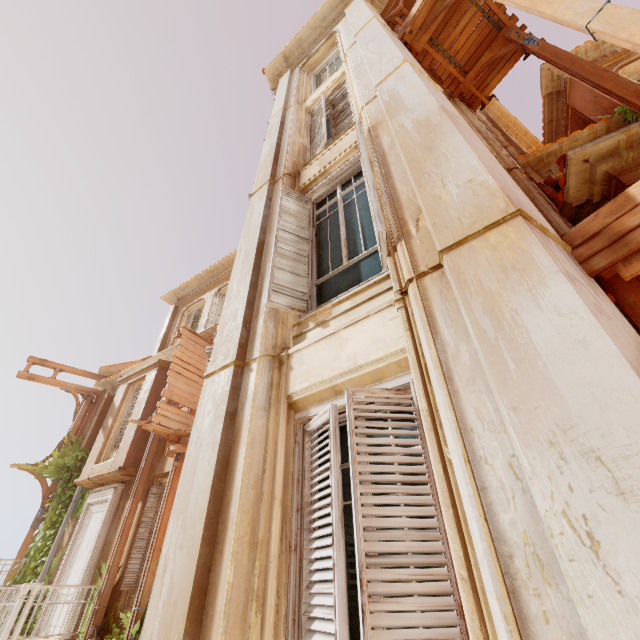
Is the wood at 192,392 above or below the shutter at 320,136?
below

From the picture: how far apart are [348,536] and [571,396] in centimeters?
171cm

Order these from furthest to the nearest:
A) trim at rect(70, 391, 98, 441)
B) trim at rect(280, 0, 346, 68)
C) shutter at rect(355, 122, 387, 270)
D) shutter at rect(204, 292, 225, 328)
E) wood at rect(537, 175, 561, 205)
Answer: trim at rect(70, 391, 98, 441) < shutter at rect(204, 292, 225, 328) < trim at rect(280, 0, 346, 68) < wood at rect(537, 175, 561, 205) < shutter at rect(355, 122, 387, 270)

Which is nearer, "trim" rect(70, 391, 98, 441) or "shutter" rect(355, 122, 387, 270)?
"shutter" rect(355, 122, 387, 270)

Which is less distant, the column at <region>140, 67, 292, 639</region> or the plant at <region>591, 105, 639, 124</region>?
the column at <region>140, 67, 292, 639</region>

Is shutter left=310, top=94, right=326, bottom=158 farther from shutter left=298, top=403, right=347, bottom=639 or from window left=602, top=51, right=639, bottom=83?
window left=602, top=51, right=639, bottom=83

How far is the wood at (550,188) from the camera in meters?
5.7

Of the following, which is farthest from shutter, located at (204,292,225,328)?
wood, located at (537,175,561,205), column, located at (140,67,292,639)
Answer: wood, located at (537,175,561,205)
